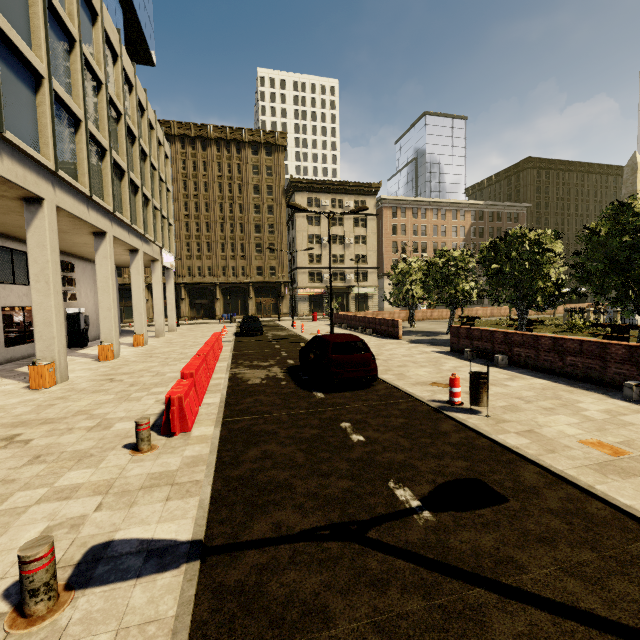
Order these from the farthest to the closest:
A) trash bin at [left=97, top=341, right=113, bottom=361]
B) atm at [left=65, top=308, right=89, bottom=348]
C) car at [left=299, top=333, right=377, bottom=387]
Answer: atm at [left=65, top=308, right=89, bottom=348]
trash bin at [left=97, top=341, right=113, bottom=361]
car at [left=299, top=333, right=377, bottom=387]

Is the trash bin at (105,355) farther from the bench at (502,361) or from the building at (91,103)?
the bench at (502,361)

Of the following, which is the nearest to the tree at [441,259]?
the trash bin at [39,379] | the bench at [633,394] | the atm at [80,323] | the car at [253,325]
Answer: the bench at [633,394]

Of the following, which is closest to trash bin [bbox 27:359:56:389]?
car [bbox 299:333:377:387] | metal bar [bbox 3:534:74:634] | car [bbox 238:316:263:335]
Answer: car [bbox 299:333:377:387]

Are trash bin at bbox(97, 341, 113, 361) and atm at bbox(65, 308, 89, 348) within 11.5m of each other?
yes

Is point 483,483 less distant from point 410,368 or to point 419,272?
point 410,368

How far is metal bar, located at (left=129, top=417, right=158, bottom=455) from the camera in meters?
5.5

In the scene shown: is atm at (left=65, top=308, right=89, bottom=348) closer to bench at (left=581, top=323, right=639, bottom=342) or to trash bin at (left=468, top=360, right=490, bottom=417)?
trash bin at (left=468, top=360, right=490, bottom=417)
